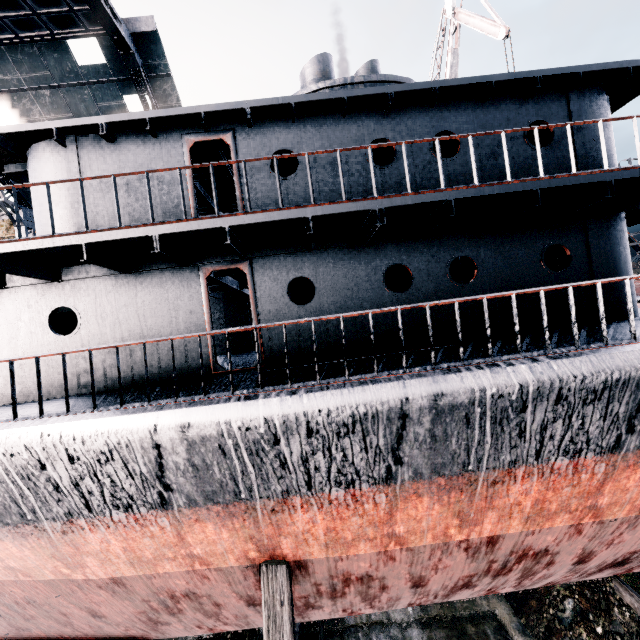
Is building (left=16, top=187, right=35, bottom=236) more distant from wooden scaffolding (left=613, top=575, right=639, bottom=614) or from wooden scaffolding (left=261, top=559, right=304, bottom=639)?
wooden scaffolding (left=613, top=575, right=639, bottom=614)

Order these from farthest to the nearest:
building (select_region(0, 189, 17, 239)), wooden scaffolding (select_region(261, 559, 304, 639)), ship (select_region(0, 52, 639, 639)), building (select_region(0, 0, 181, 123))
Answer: building (select_region(0, 189, 17, 239)) < building (select_region(0, 0, 181, 123)) < wooden scaffolding (select_region(261, 559, 304, 639)) < ship (select_region(0, 52, 639, 639))

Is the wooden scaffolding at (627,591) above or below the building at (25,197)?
below

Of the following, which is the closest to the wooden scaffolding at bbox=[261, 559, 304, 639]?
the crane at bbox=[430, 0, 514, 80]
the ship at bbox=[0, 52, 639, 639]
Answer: the ship at bbox=[0, 52, 639, 639]

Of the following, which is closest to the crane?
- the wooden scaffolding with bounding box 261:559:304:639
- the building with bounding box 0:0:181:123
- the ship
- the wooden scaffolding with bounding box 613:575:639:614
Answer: the ship

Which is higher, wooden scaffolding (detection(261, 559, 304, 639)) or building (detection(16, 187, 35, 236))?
building (detection(16, 187, 35, 236))

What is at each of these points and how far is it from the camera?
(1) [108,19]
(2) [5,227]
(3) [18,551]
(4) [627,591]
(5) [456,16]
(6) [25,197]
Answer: (1) building, 15.98m
(2) building, 24.42m
(3) ship, 5.82m
(4) wooden scaffolding, 7.15m
(5) crane, 20.91m
(6) building, 23.67m

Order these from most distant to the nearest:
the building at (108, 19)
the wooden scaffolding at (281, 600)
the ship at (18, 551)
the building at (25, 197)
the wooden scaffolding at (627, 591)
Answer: the building at (25, 197) < the building at (108, 19) < the wooden scaffolding at (627, 591) < the wooden scaffolding at (281, 600) < the ship at (18, 551)
